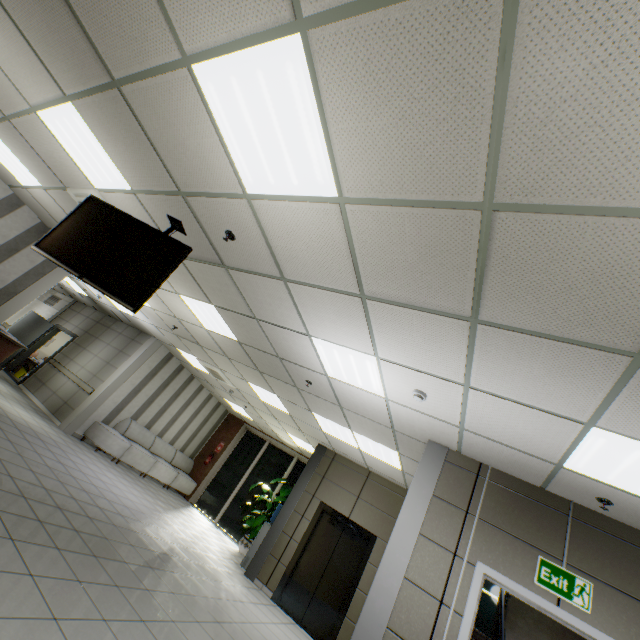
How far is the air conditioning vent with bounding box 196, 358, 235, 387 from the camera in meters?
8.6

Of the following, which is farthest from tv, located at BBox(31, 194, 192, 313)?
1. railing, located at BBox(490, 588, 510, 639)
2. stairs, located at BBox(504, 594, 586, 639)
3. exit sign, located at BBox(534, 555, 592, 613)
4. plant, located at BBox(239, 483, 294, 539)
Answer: plant, located at BBox(239, 483, 294, 539)

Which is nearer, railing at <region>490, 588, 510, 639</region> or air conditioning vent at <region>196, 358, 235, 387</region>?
railing at <region>490, 588, 510, 639</region>

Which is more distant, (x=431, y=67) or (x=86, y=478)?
(x=86, y=478)

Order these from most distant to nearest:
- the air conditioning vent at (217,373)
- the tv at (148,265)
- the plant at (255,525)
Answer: the plant at (255,525)
the air conditioning vent at (217,373)
the tv at (148,265)

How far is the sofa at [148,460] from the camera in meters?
8.9

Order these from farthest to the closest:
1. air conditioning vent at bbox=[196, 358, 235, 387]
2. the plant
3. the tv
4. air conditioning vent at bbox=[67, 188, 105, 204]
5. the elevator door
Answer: the plant < air conditioning vent at bbox=[196, 358, 235, 387] < the elevator door < air conditioning vent at bbox=[67, 188, 105, 204] < the tv

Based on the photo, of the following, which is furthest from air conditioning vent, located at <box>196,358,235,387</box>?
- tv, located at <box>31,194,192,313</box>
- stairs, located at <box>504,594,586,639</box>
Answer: stairs, located at <box>504,594,586,639</box>
